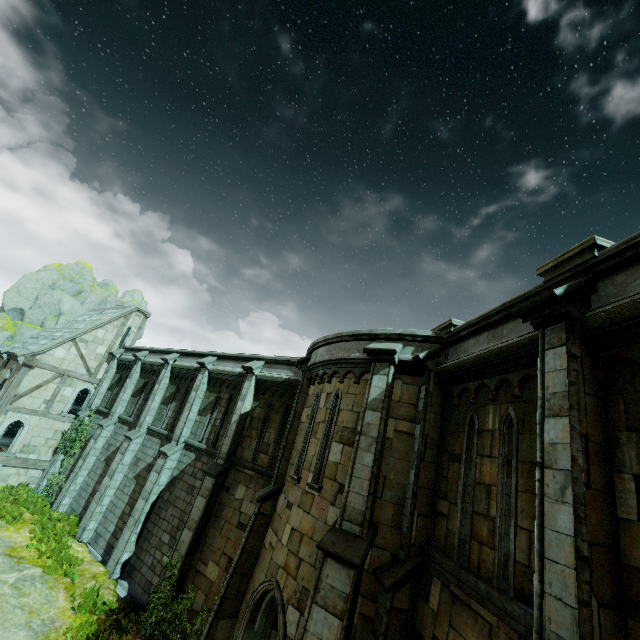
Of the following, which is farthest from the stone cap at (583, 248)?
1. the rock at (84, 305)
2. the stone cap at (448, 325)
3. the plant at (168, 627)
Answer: the rock at (84, 305)

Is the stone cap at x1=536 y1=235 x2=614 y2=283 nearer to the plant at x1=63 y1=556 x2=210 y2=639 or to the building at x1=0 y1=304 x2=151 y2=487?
the plant at x1=63 y1=556 x2=210 y2=639

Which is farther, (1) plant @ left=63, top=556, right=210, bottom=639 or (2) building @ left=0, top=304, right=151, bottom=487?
(2) building @ left=0, top=304, right=151, bottom=487

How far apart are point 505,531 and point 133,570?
15.2 meters

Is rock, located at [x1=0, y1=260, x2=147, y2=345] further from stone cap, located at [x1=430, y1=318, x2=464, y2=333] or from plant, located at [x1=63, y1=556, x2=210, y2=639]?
stone cap, located at [x1=430, y1=318, x2=464, y2=333]

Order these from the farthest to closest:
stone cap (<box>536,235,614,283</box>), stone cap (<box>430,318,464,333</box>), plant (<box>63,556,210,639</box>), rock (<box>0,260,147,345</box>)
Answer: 1. rock (<box>0,260,147,345</box>)
2. plant (<box>63,556,210,639</box>)
3. stone cap (<box>430,318,464,333</box>)
4. stone cap (<box>536,235,614,283</box>)

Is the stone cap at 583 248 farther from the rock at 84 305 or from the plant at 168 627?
the rock at 84 305

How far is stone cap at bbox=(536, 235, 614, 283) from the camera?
4.36m
